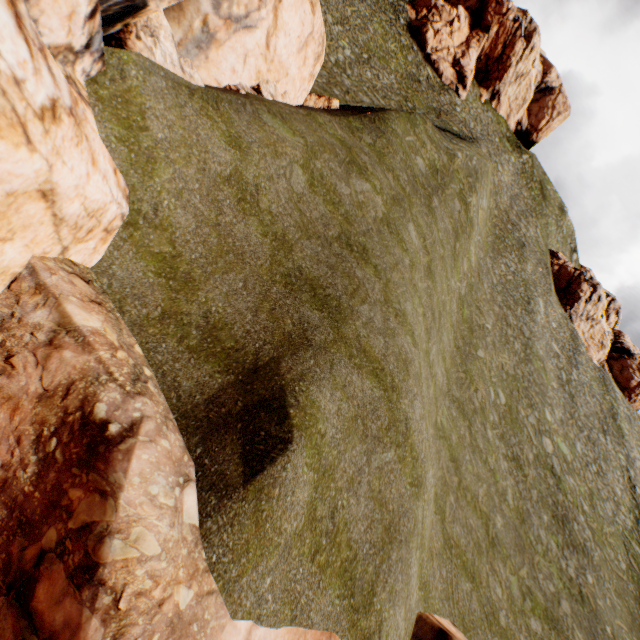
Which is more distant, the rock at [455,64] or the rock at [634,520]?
the rock at [455,64]

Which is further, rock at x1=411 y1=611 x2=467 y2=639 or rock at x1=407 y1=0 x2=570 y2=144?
rock at x1=407 y1=0 x2=570 y2=144

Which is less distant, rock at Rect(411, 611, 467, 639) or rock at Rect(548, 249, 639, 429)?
rock at Rect(411, 611, 467, 639)

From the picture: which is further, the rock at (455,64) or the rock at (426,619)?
the rock at (455,64)

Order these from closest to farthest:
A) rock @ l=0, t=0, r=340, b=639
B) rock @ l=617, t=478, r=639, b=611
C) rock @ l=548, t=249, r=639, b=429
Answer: rock @ l=0, t=0, r=340, b=639, rock @ l=617, t=478, r=639, b=611, rock @ l=548, t=249, r=639, b=429

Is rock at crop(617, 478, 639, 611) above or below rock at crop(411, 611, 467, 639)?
above

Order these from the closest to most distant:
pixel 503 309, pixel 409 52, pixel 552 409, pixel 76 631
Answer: pixel 76 631, pixel 552 409, pixel 503 309, pixel 409 52
